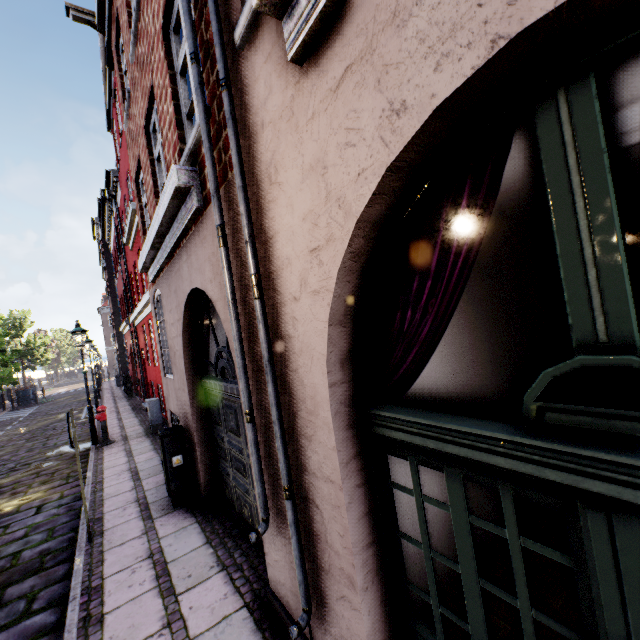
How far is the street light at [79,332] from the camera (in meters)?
10.17

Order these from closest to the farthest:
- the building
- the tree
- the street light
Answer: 1. the building
2. the street light
3. the tree

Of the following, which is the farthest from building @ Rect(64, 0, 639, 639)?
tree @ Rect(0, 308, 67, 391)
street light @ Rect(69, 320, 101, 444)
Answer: tree @ Rect(0, 308, 67, 391)

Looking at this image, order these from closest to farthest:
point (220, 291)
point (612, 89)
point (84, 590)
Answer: point (612, 89) → point (220, 291) → point (84, 590)

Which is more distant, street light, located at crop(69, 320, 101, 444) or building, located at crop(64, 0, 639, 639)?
street light, located at crop(69, 320, 101, 444)

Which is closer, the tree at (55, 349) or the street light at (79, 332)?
the street light at (79, 332)

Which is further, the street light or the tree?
the tree

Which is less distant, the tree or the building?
the building
